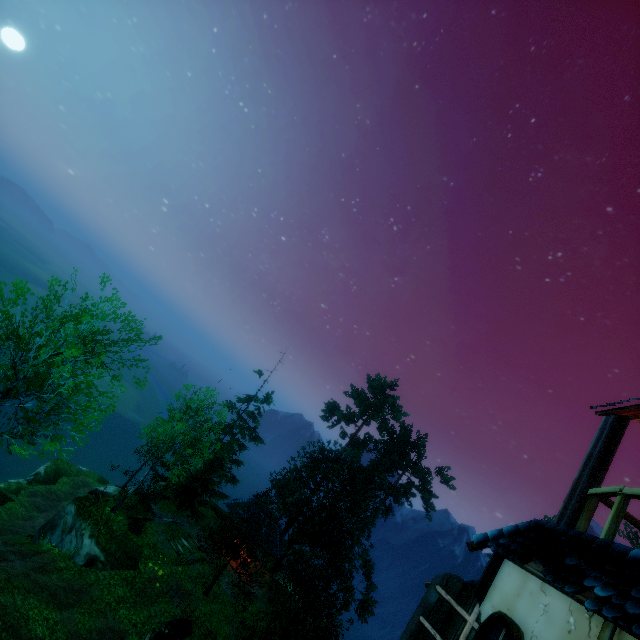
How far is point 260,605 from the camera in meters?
26.0

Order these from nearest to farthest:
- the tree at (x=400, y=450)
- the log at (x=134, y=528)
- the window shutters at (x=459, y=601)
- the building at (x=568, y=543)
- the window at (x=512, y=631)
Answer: the building at (x=568, y=543) → the window at (x=512, y=631) → the window shutters at (x=459, y=601) → the log at (x=134, y=528) → the tree at (x=400, y=450)

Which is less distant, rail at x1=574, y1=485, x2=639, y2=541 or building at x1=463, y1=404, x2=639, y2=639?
building at x1=463, y1=404, x2=639, y2=639

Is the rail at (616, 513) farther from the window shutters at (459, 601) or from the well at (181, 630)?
the well at (181, 630)

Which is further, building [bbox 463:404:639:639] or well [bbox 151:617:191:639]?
well [bbox 151:617:191:639]

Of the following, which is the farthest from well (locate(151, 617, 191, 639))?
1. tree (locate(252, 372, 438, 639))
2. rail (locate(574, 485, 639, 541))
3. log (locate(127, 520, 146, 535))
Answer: rail (locate(574, 485, 639, 541))

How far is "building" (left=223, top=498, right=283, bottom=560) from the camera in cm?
2916

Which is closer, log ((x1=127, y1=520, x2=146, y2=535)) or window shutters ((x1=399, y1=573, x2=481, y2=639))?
window shutters ((x1=399, y1=573, x2=481, y2=639))
